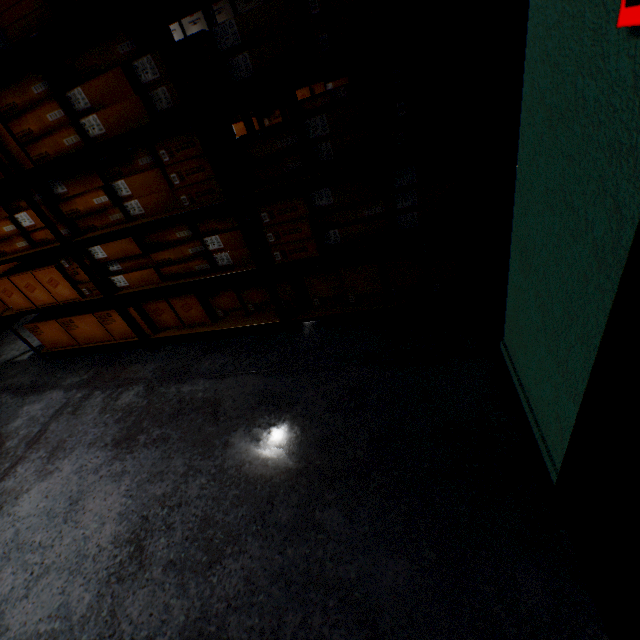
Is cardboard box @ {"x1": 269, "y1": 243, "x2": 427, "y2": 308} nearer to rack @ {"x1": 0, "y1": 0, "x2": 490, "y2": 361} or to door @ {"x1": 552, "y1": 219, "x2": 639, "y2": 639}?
rack @ {"x1": 0, "y1": 0, "x2": 490, "y2": 361}

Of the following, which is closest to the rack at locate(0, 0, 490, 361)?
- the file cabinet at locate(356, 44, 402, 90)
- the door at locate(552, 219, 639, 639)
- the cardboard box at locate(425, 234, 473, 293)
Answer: the cardboard box at locate(425, 234, 473, 293)

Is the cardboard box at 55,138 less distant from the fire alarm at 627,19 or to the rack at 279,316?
the rack at 279,316

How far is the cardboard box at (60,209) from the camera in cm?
165

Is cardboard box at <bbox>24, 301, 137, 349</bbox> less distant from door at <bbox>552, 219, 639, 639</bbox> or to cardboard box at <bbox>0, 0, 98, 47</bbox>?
door at <bbox>552, 219, 639, 639</bbox>

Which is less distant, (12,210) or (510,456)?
(510,456)

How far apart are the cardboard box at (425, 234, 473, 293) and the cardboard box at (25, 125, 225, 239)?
0.6 meters

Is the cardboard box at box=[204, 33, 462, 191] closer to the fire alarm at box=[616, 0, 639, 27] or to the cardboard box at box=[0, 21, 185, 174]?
the cardboard box at box=[0, 21, 185, 174]
